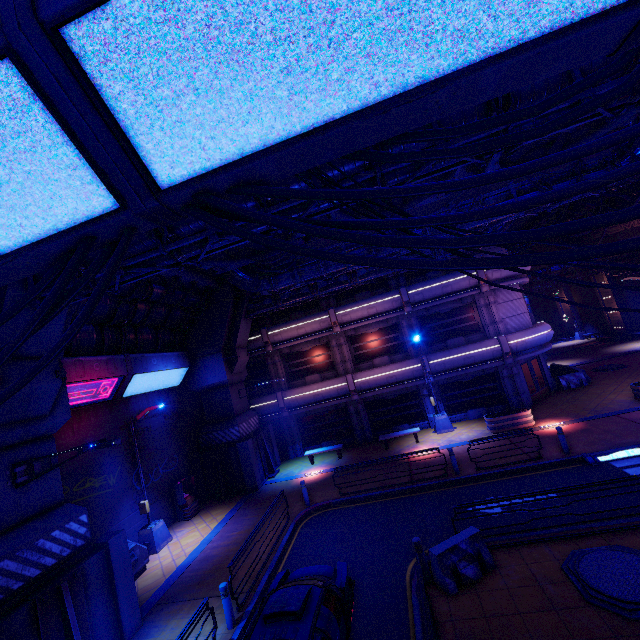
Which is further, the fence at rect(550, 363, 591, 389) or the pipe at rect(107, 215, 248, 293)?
the fence at rect(550, 363, 591, 389)

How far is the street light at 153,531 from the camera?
13.95m

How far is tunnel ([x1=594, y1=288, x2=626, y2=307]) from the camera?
33.75m

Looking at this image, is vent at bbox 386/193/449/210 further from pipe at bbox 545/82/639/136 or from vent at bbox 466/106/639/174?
pipe at bbox 545/82/639/136

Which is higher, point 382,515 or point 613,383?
point 613,383

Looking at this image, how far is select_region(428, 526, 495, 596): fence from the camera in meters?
7.8

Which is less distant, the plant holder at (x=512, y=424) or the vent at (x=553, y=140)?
the vent at (x=553, y=140)

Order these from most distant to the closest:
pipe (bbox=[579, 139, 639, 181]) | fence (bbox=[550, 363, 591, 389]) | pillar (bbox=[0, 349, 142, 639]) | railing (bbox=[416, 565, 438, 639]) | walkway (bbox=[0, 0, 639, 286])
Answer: fence (bbox=[550, 363, 591, 389]) → pipe (bbox=[579, 139, 639, 181]) → pillar (bbox=[0, 349, 142, 639]) → railing (bbox=[416, 565, 438, 639]) → walkway (bbox=[0, 0, 639, 286])
